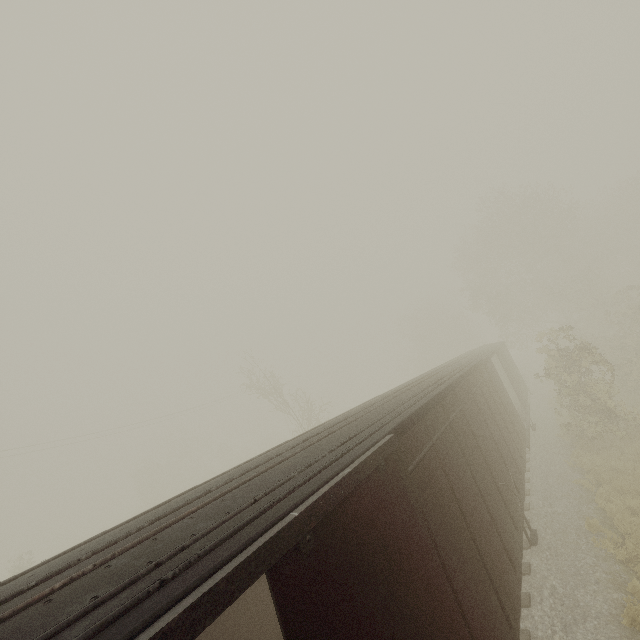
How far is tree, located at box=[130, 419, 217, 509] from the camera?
45.4 meters

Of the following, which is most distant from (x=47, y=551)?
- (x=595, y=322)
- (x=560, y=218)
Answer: (x=560, y=218)

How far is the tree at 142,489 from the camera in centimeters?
4541cm

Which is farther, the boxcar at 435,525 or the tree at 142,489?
the tree at 142,489

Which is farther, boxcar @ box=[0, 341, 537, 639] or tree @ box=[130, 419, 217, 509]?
tree @ box=[130, 419, 217, 509]
